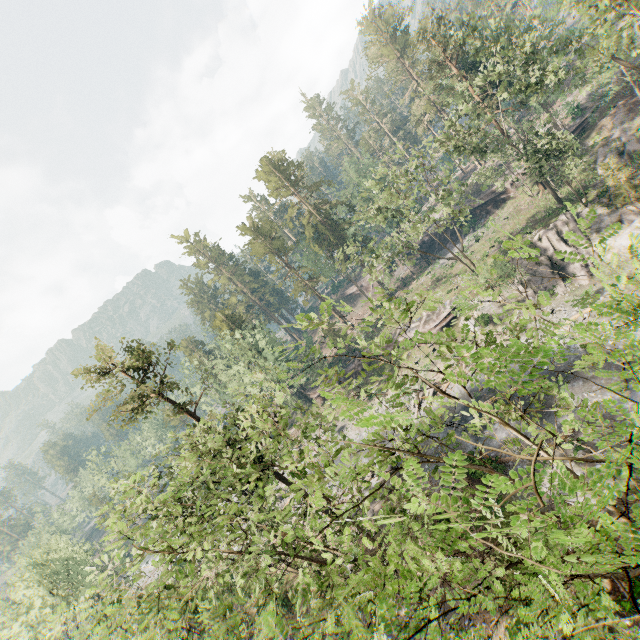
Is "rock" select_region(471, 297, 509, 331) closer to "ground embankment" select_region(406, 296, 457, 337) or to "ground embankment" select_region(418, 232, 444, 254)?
"ground embankment" select_region(406, 296, 457, 337)

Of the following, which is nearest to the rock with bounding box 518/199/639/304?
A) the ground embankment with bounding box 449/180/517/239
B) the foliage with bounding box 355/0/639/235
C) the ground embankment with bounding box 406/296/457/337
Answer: the ground embankment with bounding box 406/296/457/337

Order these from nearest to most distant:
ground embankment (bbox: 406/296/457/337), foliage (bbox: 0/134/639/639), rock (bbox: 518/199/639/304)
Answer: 1. foliage (bbox: 0/134/639/639)
2. rock (bbox: 518/199/639/304)
3. ground embankment (bbox: 406/296/457/337)

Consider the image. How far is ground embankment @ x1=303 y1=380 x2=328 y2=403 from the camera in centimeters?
5437cm

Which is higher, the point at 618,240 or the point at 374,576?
the point at 374,576

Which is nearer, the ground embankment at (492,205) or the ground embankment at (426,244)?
the ground embankment at (492,205)

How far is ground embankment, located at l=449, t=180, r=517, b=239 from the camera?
47.8m

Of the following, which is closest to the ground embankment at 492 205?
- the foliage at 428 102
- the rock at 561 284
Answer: the foliage at 428 102
